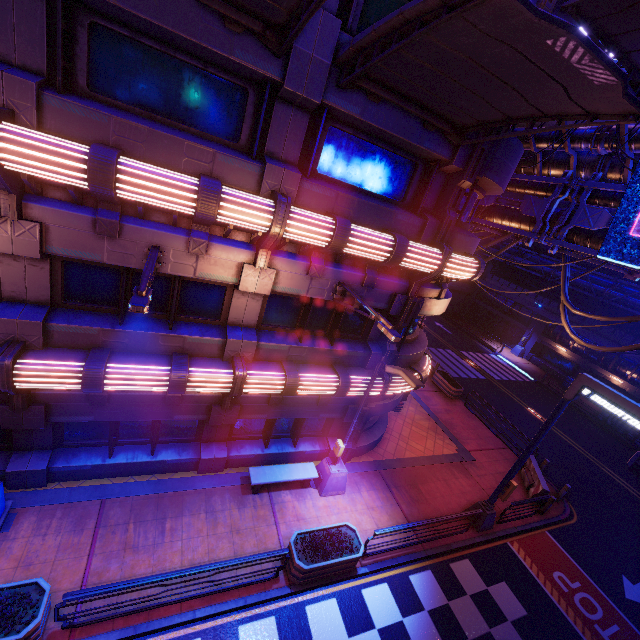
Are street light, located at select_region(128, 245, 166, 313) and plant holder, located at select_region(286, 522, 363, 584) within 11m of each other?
yes

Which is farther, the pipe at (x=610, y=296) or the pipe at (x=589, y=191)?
the pipe at (x=610, y=296)

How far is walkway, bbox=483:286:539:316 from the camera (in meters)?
35.16

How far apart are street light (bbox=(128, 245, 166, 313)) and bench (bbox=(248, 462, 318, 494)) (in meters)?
7.25

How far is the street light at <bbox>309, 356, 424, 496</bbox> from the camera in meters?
9.0

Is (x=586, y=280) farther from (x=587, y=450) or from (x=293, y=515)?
(x=293, y=515)

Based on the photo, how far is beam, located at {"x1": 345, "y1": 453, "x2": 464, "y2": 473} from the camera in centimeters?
1354cm

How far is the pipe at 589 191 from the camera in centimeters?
1142cm
